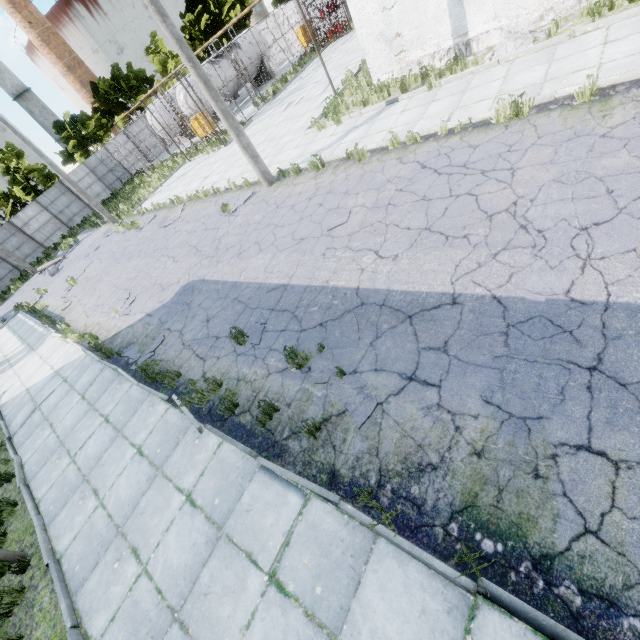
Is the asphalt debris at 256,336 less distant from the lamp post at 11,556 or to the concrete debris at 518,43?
the lamp post at 11,556

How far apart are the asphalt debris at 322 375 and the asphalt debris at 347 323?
0.2 meters

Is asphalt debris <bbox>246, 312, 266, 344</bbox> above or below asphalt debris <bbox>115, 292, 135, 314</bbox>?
below

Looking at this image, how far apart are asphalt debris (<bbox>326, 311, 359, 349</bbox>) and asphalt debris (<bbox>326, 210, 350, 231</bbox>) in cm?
307

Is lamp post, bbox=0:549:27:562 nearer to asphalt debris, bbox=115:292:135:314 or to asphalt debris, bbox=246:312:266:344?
asphalt debris, bbox=246:312:266:344

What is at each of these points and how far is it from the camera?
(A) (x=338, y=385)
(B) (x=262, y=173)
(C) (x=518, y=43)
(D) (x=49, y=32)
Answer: (A) asphalt debris, 4.9m
(B) lamp post, 11.8m
(C) concrete debris, 9.2m
(D) chimney, 52.3m

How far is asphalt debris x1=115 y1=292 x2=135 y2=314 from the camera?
11.2m

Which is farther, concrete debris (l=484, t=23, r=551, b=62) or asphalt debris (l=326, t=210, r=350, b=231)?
concrete debris (l=484, t=23, r=551, b=62)
